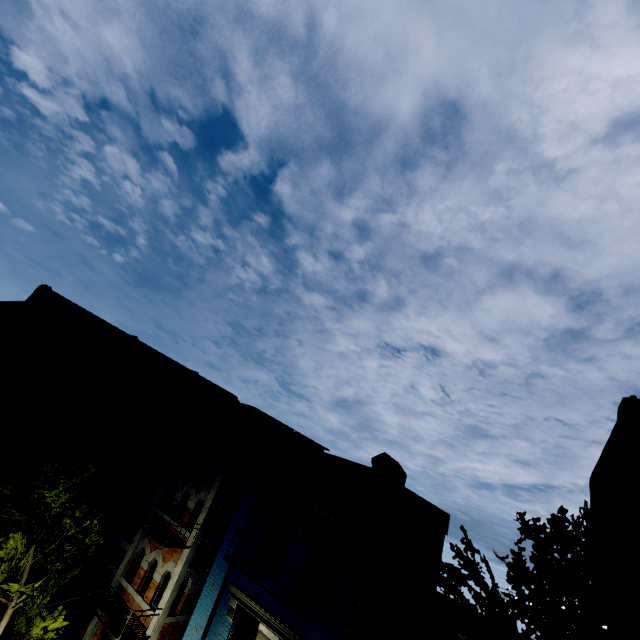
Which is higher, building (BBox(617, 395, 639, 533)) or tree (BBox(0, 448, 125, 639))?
building (BBox(617, 395, 639, 533))

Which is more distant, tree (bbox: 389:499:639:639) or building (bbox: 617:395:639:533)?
building (bbox: 617:395:639:533)

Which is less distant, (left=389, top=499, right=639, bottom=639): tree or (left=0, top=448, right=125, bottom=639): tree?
(left=389, top=499, right=639, bottom=639): tree

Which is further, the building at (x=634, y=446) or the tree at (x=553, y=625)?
the building at (x=634, y=446)

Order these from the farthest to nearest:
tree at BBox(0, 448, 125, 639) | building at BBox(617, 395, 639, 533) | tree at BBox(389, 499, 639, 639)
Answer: tree at BBox(0, 448, 125, 639) < building at BBox(617, 395, 639, 533) < tree at BBox(389, 499, 639, 639)

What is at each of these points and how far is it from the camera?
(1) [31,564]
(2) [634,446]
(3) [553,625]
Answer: (1) tree, 10.35m
(2) building, 7.65m
(3) tree, 4.57m

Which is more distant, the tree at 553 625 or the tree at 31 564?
the tree at 31 564
